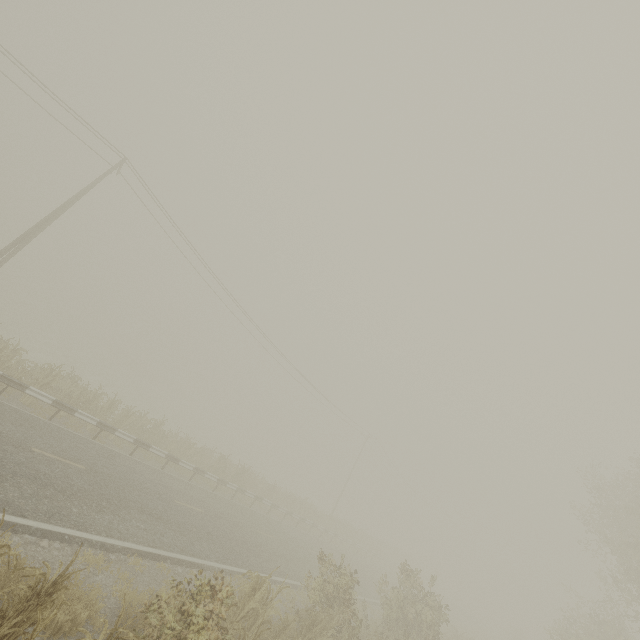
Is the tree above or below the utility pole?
below

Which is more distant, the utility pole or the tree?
the utility pole

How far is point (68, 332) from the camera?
53.9m

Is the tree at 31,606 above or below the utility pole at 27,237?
below

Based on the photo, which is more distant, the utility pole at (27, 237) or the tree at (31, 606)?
the utility pole at (27, 237)
